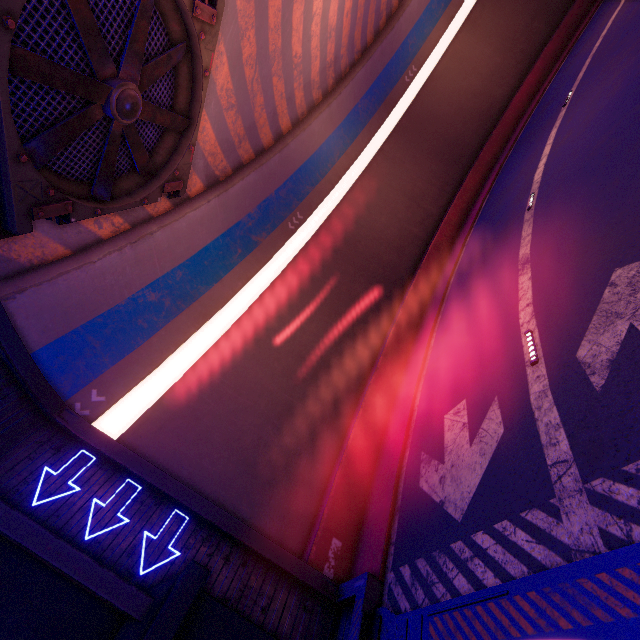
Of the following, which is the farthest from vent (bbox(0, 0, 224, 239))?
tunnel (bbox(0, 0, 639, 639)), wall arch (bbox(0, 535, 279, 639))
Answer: wall arch (bbox(0, 535, 279, 639))

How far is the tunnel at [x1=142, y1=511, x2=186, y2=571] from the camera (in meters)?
7.32

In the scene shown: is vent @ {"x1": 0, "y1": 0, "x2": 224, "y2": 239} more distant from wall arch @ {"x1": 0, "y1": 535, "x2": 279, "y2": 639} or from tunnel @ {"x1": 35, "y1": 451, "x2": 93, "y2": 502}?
wall arch @ {"x1": 0, "y1": 535, "x2": 279, "y2": 639}

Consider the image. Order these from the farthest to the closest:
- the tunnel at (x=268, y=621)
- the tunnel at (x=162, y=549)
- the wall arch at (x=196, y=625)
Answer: the tunnel at (x=162, y=549), the wall arch at (x=196, y=625), the tunnel at (x=268, y=621)

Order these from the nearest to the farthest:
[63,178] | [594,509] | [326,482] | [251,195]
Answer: [594,509], [63,178], [326,482], [251,195]

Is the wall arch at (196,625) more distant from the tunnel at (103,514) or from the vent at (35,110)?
the vent at (35,110)

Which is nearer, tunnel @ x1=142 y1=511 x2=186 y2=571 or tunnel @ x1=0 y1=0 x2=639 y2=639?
tunnel @ x1=0 y1=0 x2=639 y2=639
